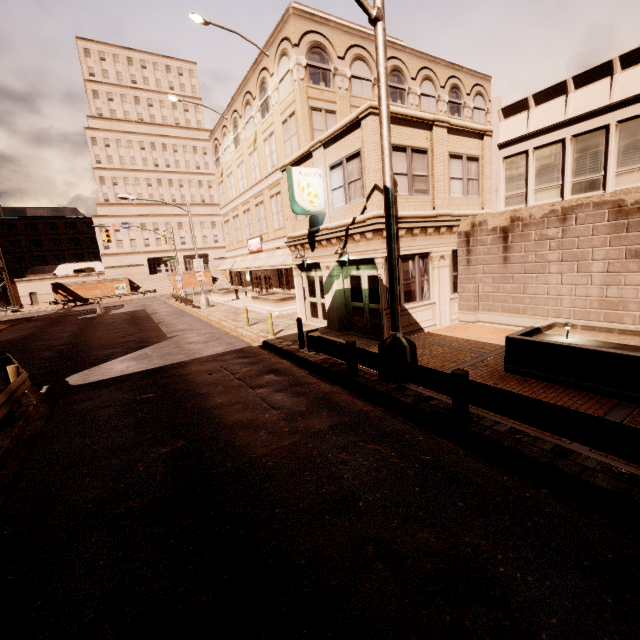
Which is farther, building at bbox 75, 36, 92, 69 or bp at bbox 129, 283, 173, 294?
building at bbox 75, 36, 92, 69

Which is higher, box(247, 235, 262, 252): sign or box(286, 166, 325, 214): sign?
box(286, 166, 325, 214): sign

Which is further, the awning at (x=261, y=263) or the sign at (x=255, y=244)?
the sign at (x=255, y=244)

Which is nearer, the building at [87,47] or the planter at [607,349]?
the planter at [607,349]

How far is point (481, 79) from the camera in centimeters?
2936cm

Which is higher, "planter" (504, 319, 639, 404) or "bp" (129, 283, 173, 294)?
"bp" (129, 283, 173, 294)

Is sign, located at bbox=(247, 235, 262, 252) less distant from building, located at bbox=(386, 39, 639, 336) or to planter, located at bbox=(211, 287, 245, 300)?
planter, located at bbox=(211, 287, 245, 300)

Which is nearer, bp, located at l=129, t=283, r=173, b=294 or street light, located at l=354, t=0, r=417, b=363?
street light, located at l=354, t=0, r=417, b=363
